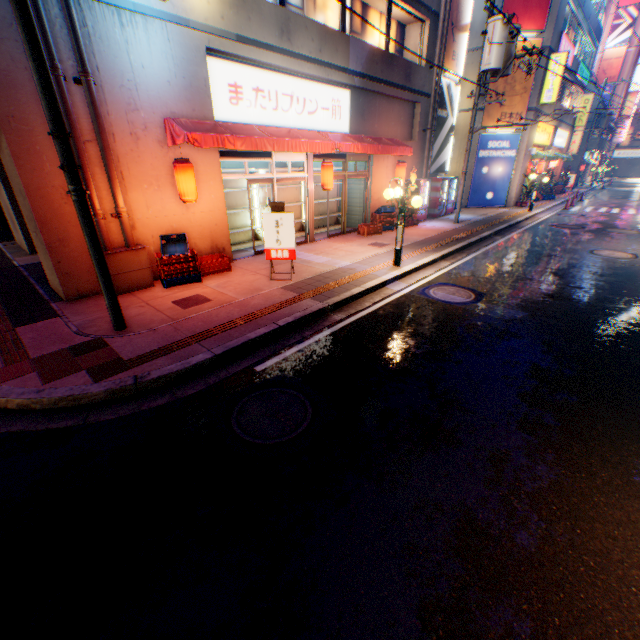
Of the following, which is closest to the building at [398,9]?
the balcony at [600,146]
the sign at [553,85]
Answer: the sign at [553,85]

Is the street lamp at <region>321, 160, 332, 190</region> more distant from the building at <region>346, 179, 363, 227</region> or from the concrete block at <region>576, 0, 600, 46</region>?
the concrete block at <region>576, 0, 600, 46</region>

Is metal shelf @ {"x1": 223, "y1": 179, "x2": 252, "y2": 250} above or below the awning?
below

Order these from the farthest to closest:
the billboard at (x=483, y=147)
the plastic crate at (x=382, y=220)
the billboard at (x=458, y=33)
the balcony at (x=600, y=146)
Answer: the balcony at (x=600, y=146) → the billboard at (x=483, y=147) → the billboard at (x=458, y=33) → the plastic crate at (x=382, y=220)

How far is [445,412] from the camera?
4.18m

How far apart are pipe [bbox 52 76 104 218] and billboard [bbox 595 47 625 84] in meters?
71.9

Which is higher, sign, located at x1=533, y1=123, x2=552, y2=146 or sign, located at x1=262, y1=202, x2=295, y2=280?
sign, located at x1=533, y1=123, x2=552, y2=146

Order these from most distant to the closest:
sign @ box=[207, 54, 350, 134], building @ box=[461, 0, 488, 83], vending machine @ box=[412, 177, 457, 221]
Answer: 1. building @ box=[461, 0, 488, 83]
2. vending machine @ box=[412, 177, 457, 221]
3. sign @ box=[207, 54, 350, 134]
